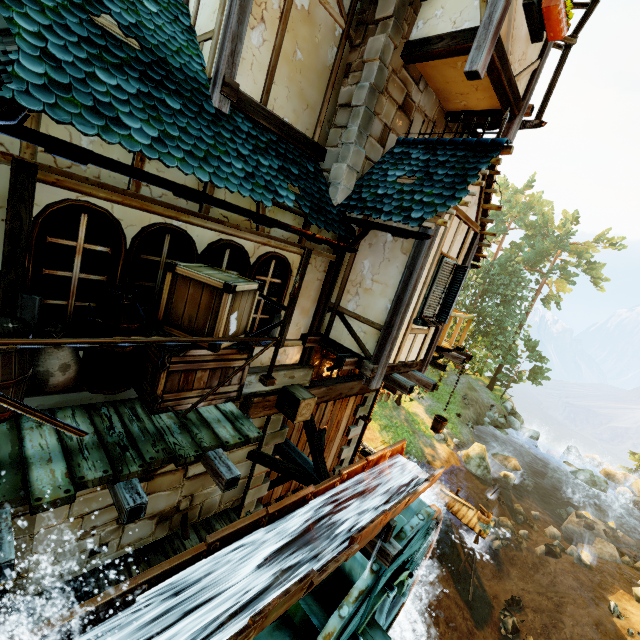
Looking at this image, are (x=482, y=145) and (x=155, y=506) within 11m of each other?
yes

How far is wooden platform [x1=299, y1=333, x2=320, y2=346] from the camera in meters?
6.4

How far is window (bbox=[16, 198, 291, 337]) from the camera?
3.1m

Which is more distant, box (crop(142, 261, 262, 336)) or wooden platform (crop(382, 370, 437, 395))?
wooden platform (crop(382, 370, 437, 395))

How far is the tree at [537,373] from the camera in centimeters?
3478cm

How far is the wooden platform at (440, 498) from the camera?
15.9 meters

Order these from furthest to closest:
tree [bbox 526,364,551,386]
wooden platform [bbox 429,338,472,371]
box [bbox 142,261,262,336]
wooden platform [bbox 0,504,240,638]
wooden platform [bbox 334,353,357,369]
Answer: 1. tree [bbox 526,364,551,386]
2. wooden platform [bbox 429,338,472,371]
3. wooden platform [bbox 334,353,357,369]
4. wooden platform [bbox 0,504,240,638]
5. box [bbox 142,261,262,336]
